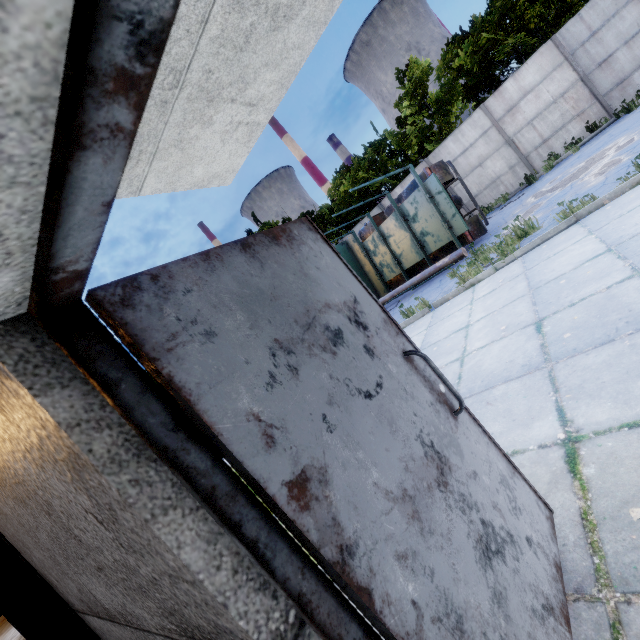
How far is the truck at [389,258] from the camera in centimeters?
998cm

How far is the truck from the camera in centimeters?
998cm

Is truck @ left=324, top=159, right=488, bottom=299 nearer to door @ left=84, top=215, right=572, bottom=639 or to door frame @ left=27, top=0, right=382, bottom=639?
door @ left=84, top=215, right=572, bottom=639

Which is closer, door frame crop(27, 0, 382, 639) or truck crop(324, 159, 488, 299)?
door frame crop(27, 0, 382, 639)

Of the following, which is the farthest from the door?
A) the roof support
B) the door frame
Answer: the roof support

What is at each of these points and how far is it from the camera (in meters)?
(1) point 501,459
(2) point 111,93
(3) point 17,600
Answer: (1) door, 1.75
(2) door frame, 0.44
(3) roof support, 2.32

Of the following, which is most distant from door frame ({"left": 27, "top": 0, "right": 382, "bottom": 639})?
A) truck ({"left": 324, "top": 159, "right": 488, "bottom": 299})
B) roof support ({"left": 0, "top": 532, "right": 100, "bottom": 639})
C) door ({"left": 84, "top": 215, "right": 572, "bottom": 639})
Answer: truck ({"left": 324, "top": 159, "right": 488, "bottom": 299})

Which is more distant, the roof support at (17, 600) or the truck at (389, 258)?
the truck at (389, 258)
